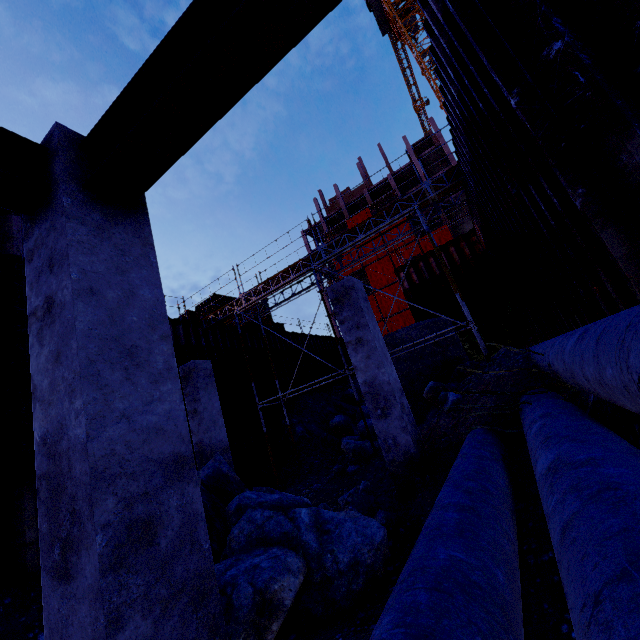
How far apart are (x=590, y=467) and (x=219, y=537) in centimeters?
459cm

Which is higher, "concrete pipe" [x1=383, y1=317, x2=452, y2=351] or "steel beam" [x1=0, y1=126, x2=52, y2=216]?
"steel beam" [x1=0, y1=126, x2=52, y2=216]

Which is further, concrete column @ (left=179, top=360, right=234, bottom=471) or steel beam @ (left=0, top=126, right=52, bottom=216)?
concrete column @ (left=179, top=360, right=234, bottom=471)

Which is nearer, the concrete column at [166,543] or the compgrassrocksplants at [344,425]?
the concrete column at [166,543]

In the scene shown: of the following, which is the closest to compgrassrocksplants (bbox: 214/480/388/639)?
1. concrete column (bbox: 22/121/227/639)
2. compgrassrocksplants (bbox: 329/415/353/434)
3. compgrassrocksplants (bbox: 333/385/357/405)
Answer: concrete column (bbox: 22/121/227/639)

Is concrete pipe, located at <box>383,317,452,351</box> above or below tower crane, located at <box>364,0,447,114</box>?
below

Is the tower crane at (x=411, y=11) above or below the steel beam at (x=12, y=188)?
above

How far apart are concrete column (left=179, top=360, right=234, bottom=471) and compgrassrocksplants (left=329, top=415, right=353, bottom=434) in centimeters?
695cm
